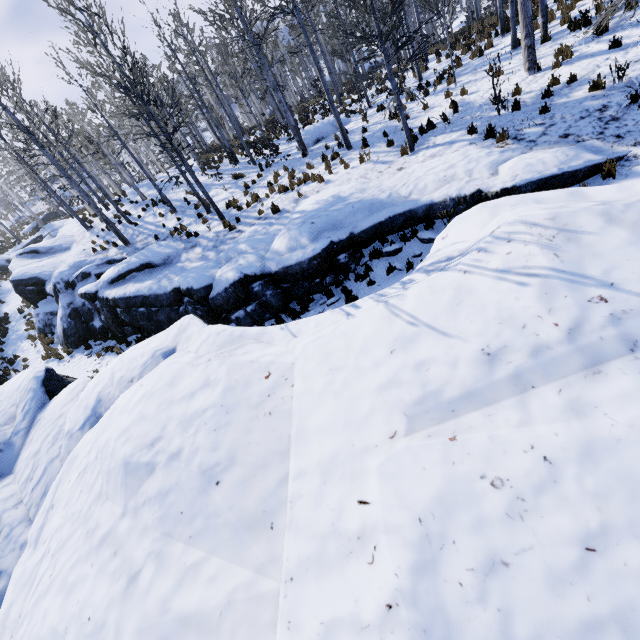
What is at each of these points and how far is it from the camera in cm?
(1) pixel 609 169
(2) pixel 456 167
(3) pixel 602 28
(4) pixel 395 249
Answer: (1) instancedfoliageactor, 687
(2) rock, 862
(3) instancedfoliageactor, 980
(4) rock, 893

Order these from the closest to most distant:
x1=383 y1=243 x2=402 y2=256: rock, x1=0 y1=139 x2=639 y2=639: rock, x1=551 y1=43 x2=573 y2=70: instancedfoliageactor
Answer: x1=0 y1=139 x2=639 y2=639: rock, x1=383 y1=243 x2=402 y2=256: rock, x1=551 y1=43 x2=573 y2=70: instancedfoliageactor

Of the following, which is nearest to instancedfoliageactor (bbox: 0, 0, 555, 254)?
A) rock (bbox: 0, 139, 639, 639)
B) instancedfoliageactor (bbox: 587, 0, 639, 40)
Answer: rock (bbox: 0, 139, 639, 639)

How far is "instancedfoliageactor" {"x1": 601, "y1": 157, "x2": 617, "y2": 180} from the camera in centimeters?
677cm

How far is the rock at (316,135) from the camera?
17.39m

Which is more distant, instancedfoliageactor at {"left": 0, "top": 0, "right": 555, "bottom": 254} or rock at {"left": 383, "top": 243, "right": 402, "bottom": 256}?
instancedfoliageactor at {"left": 0, "top": 0, "right": 555, "bottom": 254}

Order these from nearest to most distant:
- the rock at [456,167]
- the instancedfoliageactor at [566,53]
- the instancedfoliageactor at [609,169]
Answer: the rock at [456,167]
the instancedfoliageactor at [609,169]
the instancedfoliageactor at [566,53]

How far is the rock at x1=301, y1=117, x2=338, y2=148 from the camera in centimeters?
1739cm
